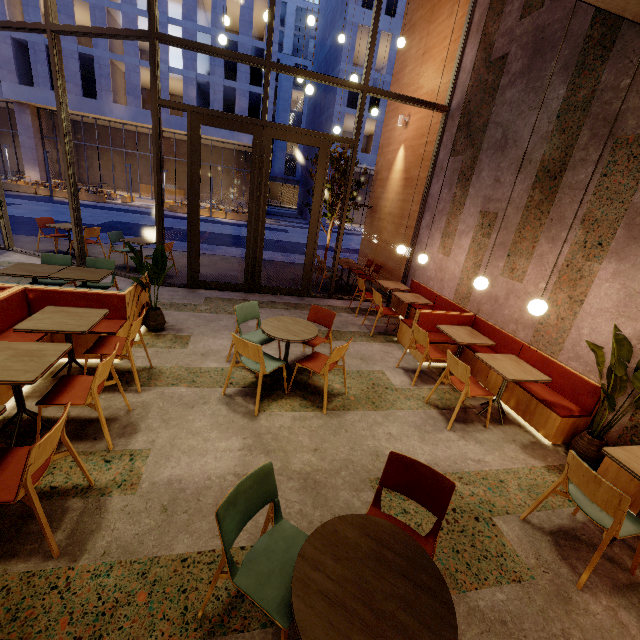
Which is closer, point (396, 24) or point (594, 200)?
point (594, 200)

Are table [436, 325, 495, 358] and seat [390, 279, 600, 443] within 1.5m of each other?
yes

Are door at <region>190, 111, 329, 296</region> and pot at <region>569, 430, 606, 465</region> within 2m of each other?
no

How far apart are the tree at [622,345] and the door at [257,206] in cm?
555

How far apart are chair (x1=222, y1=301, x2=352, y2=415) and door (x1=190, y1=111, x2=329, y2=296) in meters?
2.9

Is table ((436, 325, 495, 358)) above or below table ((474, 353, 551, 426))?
above

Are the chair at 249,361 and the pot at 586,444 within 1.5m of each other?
A: no

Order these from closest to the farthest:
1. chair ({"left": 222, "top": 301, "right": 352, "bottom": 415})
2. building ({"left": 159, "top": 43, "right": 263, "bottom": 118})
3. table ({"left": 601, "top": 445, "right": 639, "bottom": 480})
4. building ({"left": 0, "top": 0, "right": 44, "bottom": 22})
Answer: table ({"left": 601, "top": 445, "right": 639, "bottom": 480})
chair ({"left": 222, "top": 301, "right": 352, "bottom": 415})
building ({"left": 0, "top": 0, "right": 44, "bottom": 22})
building ({"left": 159, "top": 43, "right": 263, "bottom": 118})
